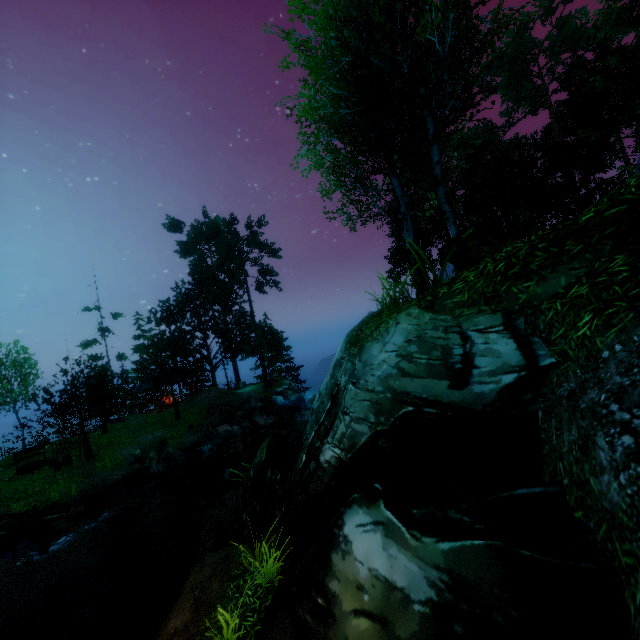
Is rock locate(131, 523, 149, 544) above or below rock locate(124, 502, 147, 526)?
below

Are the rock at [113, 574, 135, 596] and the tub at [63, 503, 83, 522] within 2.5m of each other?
no

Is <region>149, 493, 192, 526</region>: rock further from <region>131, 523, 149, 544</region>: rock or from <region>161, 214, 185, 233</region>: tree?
<region>161, 214, 185, 233</region>: tree

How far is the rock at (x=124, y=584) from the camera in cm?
1171

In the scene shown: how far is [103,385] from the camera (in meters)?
36.06

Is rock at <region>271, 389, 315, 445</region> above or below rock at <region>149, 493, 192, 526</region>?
above

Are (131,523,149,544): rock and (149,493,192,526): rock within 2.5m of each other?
yes

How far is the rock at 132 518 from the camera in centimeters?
1523cm
